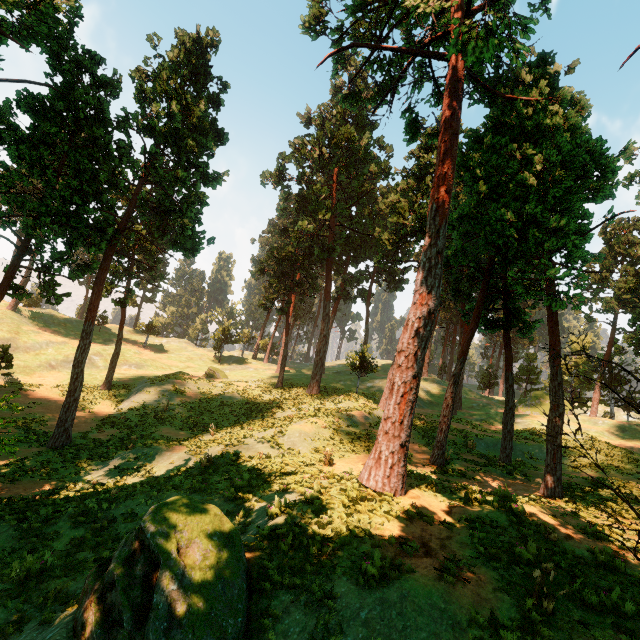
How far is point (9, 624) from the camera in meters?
7.1 m

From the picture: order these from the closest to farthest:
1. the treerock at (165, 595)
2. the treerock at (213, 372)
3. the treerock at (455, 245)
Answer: the treerock at (165, 595) → the treerock at (455, 245) → the treerock at (213, 372)

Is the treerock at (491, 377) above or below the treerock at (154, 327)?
above

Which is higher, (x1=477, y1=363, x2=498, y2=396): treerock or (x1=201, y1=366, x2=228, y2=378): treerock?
(x1=477, y1=363, x2=498, y2=396): treerock

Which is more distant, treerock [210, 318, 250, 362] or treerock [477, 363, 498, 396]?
treerock [477, 363, 498, 396]

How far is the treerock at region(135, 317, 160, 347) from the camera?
53.1 meters
